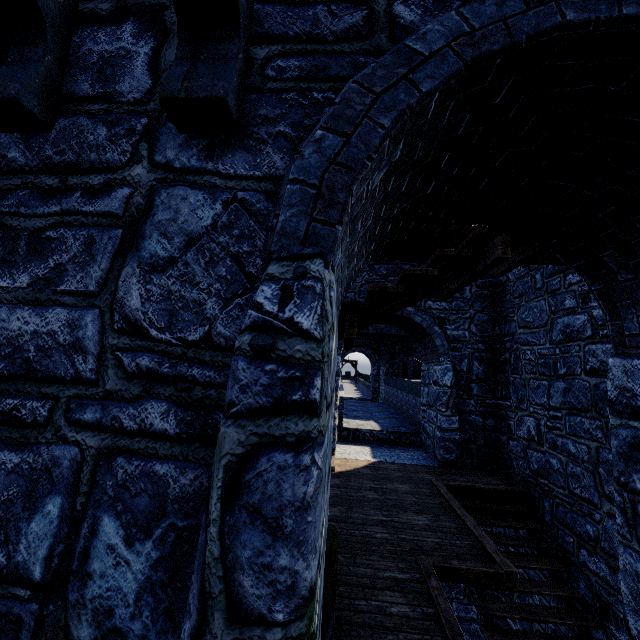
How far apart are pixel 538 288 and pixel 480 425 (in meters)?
3.96
